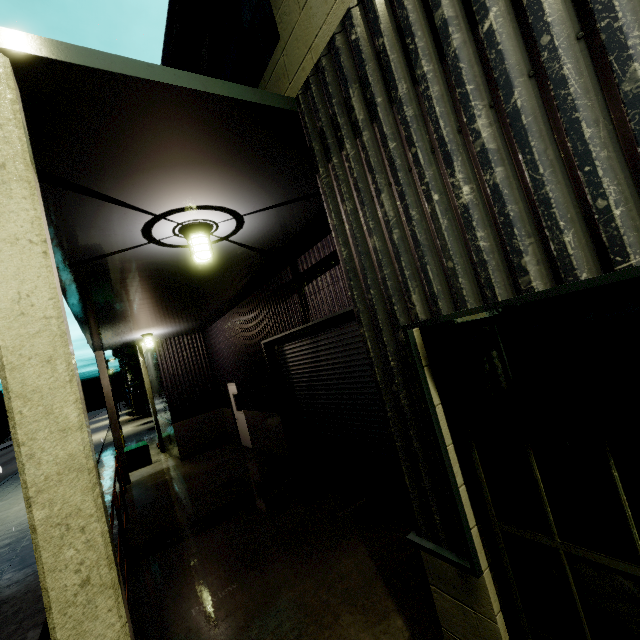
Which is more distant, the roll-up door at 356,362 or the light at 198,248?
the roll-up door at 356,362

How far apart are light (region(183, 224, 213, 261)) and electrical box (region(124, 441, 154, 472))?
13.65m

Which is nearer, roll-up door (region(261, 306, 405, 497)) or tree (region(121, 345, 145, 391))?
roll-up door (region(261, 306, 405, 497))

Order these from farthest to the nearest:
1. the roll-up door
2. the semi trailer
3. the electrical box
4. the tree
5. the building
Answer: the tree
the semi trailer
the electrical box
the roll-up door
the building

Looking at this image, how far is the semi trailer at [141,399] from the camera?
27.7m

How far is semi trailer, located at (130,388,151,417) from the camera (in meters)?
27.69

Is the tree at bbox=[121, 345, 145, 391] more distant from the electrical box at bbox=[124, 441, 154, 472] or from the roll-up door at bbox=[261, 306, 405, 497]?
the roll-up door at bbox=[261, 306, 405, 497]

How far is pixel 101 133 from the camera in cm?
225
